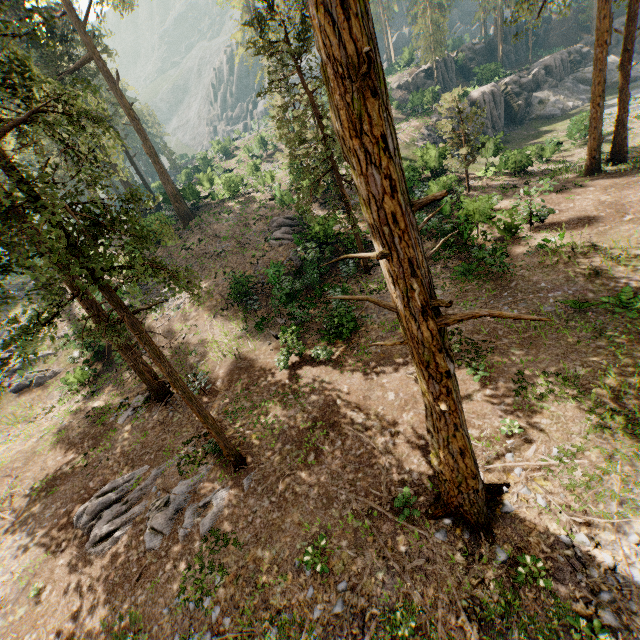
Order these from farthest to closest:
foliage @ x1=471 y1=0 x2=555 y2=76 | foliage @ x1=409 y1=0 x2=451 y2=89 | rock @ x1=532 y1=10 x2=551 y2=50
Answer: rock @ x1=532 y1=10 x2=551 y2=50
foliage @ x1=409 y1=0 x2=451 y2=89
foliage @ x1=471 y1=0 x2=555 y2=76

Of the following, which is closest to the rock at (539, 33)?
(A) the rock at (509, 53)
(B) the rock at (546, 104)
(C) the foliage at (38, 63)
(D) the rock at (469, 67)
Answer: (A) the rock at (509, 53)

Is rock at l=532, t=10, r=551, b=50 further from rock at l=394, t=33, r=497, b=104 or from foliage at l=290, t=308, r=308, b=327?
rock at l=394, t=33, r=497, b=104

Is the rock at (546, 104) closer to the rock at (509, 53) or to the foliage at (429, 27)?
the foliage at (429, 27)

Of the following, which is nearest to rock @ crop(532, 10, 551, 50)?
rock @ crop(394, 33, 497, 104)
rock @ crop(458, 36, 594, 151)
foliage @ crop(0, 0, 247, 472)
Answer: foliage @ crop(0, 0, 247, 472)

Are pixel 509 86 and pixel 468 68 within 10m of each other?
no

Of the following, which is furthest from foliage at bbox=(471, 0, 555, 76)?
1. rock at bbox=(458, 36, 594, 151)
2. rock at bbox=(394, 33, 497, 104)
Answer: rock at bbox=(458, 36, 594, 151)

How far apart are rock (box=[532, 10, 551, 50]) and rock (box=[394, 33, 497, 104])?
11.99m
